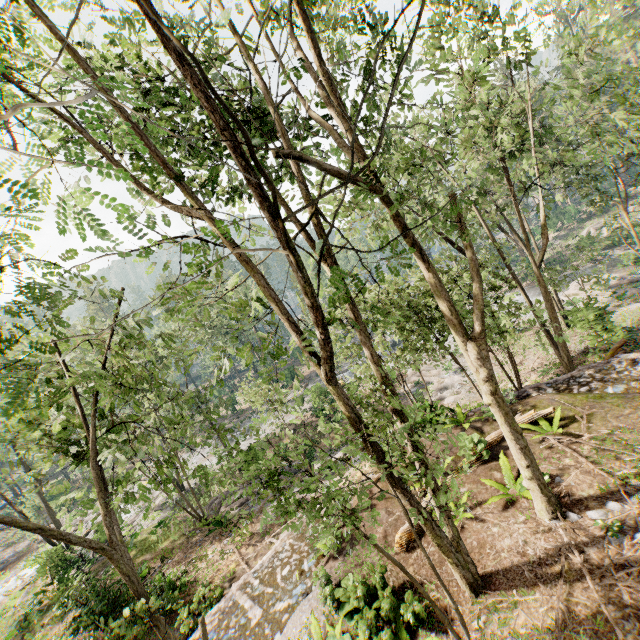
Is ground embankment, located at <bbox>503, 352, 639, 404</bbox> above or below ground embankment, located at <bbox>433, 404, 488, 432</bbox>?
below

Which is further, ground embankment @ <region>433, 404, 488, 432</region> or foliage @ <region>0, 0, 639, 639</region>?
ground embankment @ <region>433, 404, 488, 432</region>

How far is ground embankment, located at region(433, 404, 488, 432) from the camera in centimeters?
1273cm

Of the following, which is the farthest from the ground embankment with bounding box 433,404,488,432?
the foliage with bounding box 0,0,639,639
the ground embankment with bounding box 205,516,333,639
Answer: the ground embankment with bounding box 205,516,333,639

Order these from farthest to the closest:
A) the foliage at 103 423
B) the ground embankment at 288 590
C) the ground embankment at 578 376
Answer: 1. the ground embankment at 578 376
2. the ground embankment at 288 590
3. the foliage at 103 423

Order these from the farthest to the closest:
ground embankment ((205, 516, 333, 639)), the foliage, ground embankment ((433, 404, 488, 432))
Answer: ground embankment ((433, 404, 488, 432)), ground embankment ((205, 516, 333, 639)), the foliage

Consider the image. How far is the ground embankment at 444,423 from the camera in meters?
12.7

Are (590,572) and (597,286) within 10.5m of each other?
no
